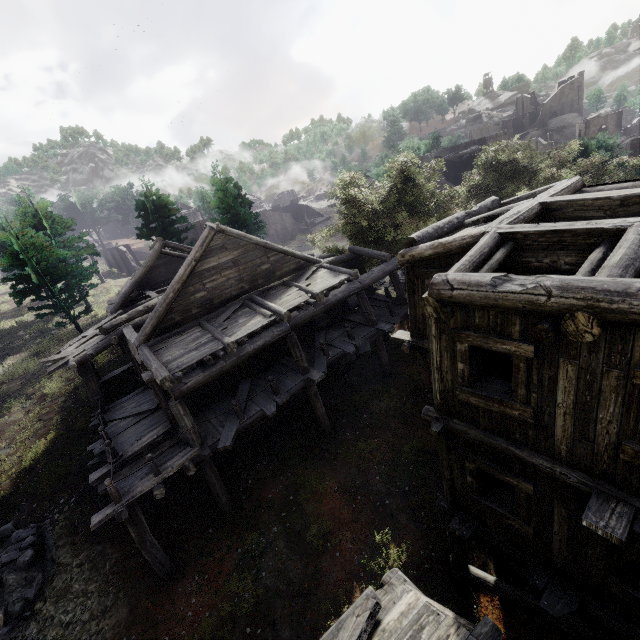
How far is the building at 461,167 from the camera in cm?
3191

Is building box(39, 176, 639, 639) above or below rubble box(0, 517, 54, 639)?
above

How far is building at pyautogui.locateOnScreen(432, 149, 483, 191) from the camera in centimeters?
3191cm

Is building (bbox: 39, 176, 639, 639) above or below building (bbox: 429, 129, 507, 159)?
below

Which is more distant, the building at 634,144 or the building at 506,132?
the building at 634,144

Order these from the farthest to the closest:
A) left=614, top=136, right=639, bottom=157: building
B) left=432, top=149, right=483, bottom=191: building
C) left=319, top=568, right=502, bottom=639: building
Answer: left=614, top=136, right=639, bottom=157: building, left=432, top=149, right=483, bottom=191: building, left=319, top=568, right=502, bottom=639: building

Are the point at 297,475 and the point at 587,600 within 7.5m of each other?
no
